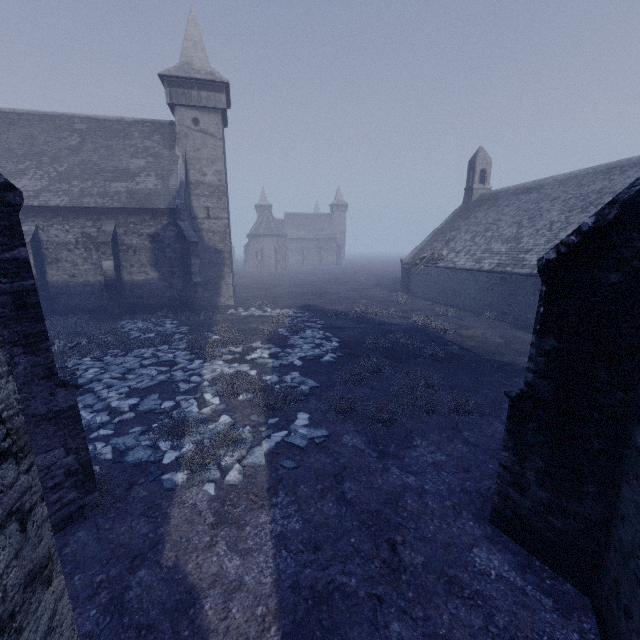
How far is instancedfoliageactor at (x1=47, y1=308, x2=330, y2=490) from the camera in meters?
6.5 m

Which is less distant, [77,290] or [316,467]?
[316,467]

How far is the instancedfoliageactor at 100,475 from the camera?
5.29m

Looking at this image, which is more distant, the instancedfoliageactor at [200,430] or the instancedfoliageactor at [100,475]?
the instancedfoliageactor at [200,430]

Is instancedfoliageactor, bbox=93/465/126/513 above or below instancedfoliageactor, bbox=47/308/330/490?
above

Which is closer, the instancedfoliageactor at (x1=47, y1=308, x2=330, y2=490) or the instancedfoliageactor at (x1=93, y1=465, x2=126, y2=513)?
the instancedfoliageactor at (x1=93, y1=465, x2=126, y2=513)
